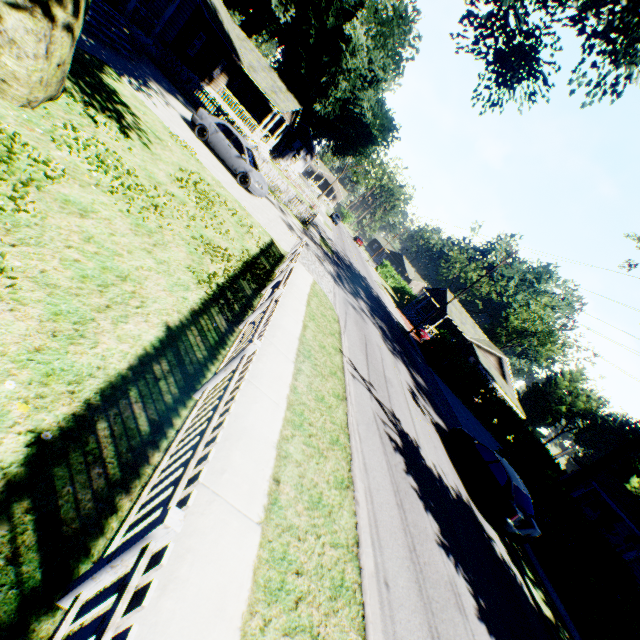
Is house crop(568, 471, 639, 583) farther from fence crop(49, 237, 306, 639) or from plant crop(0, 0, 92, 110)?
fence crop(49, 237, 306, 639)

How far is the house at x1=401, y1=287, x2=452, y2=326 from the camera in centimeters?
4456cm

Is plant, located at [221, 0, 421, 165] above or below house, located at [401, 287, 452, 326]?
above

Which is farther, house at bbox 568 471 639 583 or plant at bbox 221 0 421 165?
plant at bbox 221 0 421 165

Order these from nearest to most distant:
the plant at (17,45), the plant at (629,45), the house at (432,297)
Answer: the plant at (17,45) → the plant at (629,45) → the house at (432,297)

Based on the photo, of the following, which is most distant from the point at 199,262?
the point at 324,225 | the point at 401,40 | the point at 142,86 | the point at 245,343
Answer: the point at 401,40

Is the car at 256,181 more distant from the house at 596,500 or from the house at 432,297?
the house at 596,500

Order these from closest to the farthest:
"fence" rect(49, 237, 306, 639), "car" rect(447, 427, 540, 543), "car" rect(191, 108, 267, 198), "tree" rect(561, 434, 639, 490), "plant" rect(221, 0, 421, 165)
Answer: "fence" rect(49, 237, 306, 639) → "car" rect(447, 427, 540, 543) → "car" rect(191, 108, 267, 198) → "tree" rect(561, 434, 639, 490) → "plant" rect(221, 0, 421, 165)
